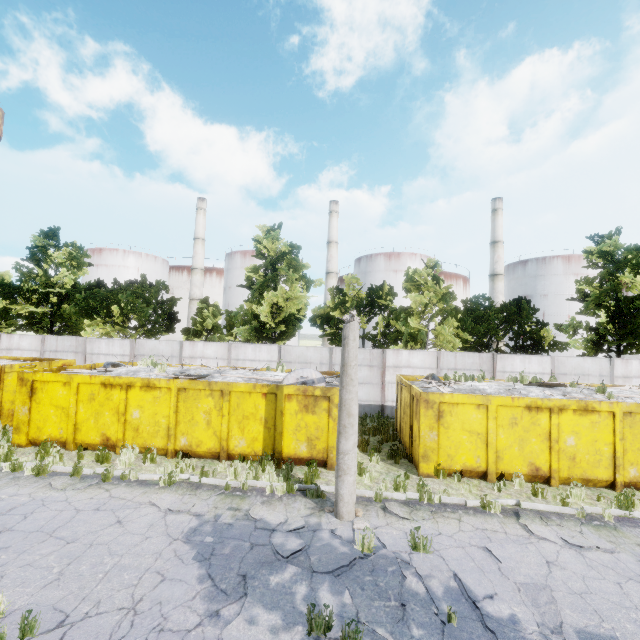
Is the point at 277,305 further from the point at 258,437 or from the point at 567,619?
the point at 567,619

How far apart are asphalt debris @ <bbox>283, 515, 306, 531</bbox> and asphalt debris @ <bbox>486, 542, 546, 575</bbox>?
3.8m

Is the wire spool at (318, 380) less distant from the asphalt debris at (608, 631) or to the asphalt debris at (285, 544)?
the asphalt debris at (285, 544)

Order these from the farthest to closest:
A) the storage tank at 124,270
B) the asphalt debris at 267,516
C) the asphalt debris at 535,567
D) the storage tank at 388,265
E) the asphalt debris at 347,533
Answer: the storage tank at 124,270
the storage tank at 388,265
the asphalt debris at 267,516
the asphalt debris at 347,533
the asphalt debris at 535,567

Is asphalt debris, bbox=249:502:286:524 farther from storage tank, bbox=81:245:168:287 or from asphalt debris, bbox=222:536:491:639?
storage tank, bbox=81:245:168:287

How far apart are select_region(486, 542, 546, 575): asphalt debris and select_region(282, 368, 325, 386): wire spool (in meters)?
6.17

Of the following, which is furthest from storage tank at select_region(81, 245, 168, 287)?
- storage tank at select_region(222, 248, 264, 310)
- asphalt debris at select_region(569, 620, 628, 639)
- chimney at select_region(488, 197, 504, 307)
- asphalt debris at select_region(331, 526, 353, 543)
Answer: asphalt debris at select_region(569, 620, 628, 639)

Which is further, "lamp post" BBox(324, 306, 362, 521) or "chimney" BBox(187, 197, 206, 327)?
"chimney" BBox(187, 197, 206, 327)
